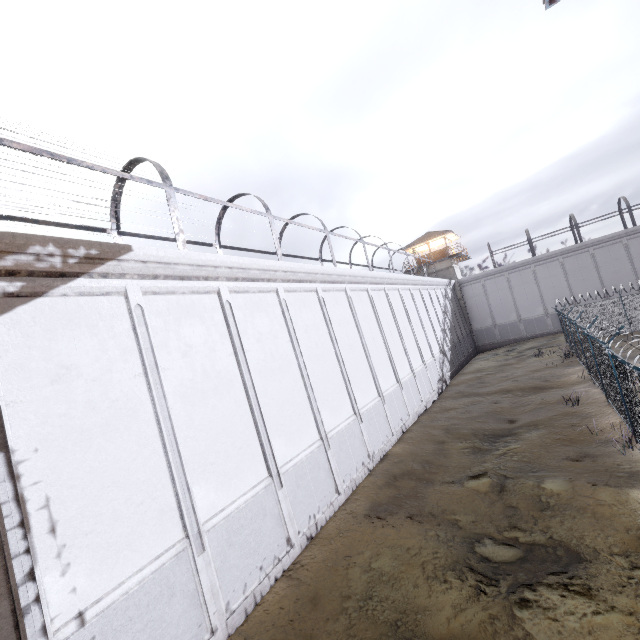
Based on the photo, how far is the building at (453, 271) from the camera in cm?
3789

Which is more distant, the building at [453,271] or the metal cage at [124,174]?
the building at [453,271]

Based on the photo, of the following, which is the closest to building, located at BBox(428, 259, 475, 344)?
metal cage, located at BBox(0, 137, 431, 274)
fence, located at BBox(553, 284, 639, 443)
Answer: metal cage, located at BBox(0, 137, 431, 274)

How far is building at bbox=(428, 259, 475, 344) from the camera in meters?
37.9 m

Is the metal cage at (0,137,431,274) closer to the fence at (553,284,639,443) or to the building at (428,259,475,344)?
the building at (428,259,475,344)

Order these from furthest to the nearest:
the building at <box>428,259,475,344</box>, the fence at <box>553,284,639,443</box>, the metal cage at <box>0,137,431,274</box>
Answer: the building at <box>428,259,475,344</box>, the fence at <box>553,284,639,443</box>, the metal cage at <box>0,137,431,274</box>

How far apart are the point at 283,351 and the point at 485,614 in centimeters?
762cm
